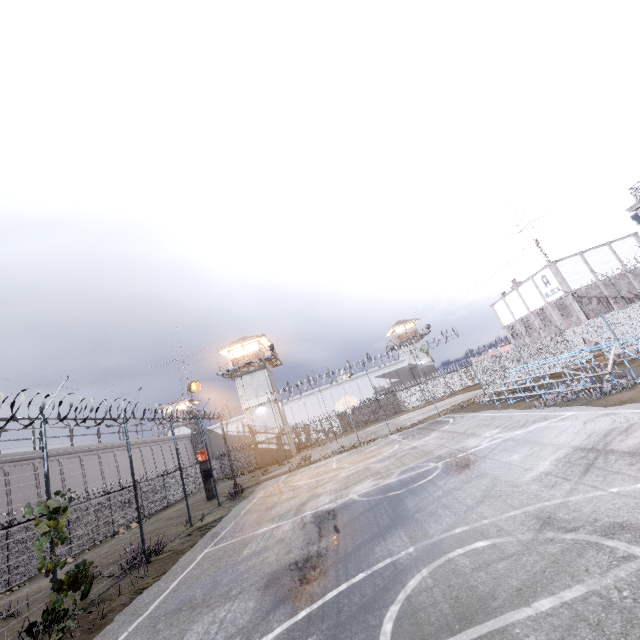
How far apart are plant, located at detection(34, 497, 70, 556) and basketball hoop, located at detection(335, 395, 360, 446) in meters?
16.4 m

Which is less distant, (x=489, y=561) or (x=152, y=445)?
(x=489, y=561)

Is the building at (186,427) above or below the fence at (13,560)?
above

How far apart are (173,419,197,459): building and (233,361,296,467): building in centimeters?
2362cm

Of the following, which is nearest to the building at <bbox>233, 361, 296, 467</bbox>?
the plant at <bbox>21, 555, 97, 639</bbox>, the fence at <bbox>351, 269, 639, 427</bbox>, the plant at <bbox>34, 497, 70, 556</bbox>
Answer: the fence at <bbox>351, 269, 639, 427</bbox>

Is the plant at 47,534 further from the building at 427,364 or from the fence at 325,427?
the building at 427,364

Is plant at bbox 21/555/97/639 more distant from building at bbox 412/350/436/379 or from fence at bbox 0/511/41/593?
building at bbox 412/350/436/379

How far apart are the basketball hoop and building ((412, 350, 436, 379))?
35.4 meters
